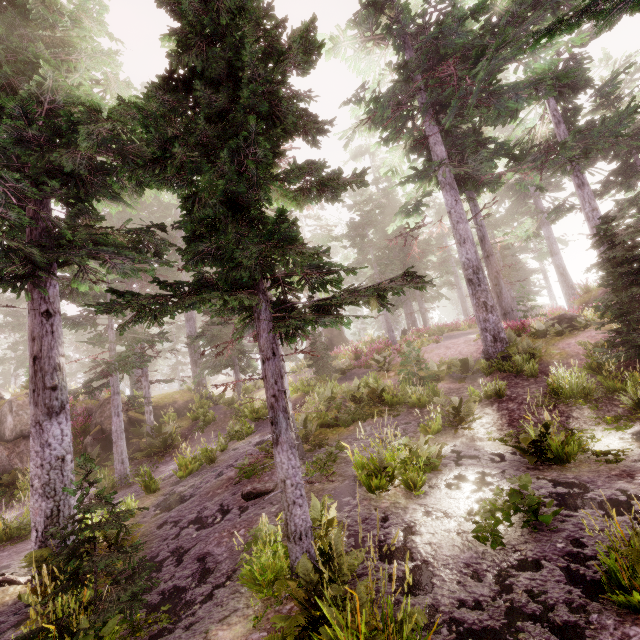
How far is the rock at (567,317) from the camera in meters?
15.2 m

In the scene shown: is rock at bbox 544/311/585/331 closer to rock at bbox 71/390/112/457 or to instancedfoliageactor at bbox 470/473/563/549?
instancedfoliageactor at bbox 470/473/563/549

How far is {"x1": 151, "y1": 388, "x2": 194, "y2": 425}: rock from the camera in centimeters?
1998cm

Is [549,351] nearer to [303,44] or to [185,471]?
[303,44]

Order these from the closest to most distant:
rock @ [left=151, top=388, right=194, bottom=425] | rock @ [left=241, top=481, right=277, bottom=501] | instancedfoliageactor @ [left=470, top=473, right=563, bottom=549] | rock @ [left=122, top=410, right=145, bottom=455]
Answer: instancedfoliageactor @ [left=470, top=473, right=563, bottom=549], rock @ [left=241, top=481, right=277, bottom=501], rock @ [left=122, top=410, right=145, bottom=455], rock @ [left=151, top=388, right=194, bottom=425]

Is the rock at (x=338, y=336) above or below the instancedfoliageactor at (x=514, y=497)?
above

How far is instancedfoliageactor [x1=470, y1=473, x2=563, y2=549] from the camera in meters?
4.6 m

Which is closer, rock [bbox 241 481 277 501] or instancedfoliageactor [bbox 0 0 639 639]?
instancedfoliageactor [bbox 0 0 639 639]
